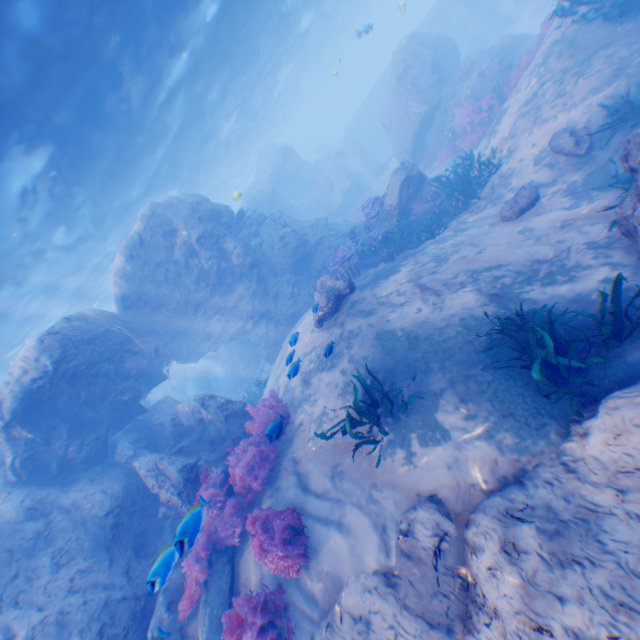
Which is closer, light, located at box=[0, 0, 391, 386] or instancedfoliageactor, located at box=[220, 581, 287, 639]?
instancedfoliageactor, located at box=[220, 581, 287, 639]

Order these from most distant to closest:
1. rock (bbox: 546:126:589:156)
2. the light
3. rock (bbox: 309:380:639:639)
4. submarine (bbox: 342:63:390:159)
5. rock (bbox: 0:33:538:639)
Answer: submarine (bbox: 342:63:390:159), the light, rock (bbox: 546:126:589:156), rock (bbox: 0:33:538:639), rock (bbox: 309:380:639:639)

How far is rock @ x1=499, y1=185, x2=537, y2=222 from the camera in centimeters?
899cm

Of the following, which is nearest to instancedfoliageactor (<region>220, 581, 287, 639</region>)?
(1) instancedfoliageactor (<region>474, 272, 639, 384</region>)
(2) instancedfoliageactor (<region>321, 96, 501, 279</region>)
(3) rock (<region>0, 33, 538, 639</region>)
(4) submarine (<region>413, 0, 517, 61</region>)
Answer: (3) rock (<region>0, 33, 538, 639</region>)

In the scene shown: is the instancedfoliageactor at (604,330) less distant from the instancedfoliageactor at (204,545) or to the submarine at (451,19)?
the instancedfoliageactor at (204,545)

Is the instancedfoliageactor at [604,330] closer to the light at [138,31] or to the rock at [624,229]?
the rock at [624,229]

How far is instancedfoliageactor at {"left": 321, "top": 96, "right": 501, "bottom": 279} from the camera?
11.69m

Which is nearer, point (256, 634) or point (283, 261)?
point (256, 634)
